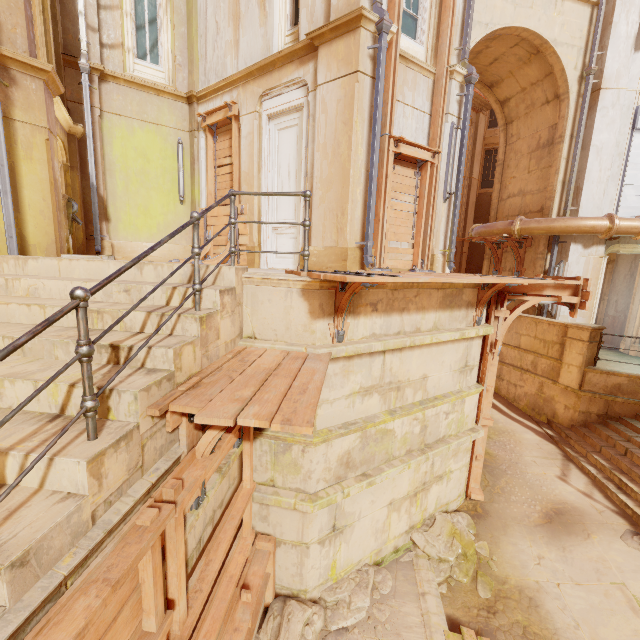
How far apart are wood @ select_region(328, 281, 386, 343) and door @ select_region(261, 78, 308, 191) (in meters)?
3.44

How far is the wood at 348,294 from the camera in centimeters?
390cm

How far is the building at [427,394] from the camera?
4.3m

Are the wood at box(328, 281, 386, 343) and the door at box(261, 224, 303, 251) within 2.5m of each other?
no

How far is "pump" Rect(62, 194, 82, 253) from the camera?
6.9 meters

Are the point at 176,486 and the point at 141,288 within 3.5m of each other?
yes

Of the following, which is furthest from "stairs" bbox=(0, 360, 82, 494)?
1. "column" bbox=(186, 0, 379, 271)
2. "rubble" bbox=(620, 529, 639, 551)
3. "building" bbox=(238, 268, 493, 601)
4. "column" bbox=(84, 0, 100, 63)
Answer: "rubble" bbox=(620, 529, 639, 551)

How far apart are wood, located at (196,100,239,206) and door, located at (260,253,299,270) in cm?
69
